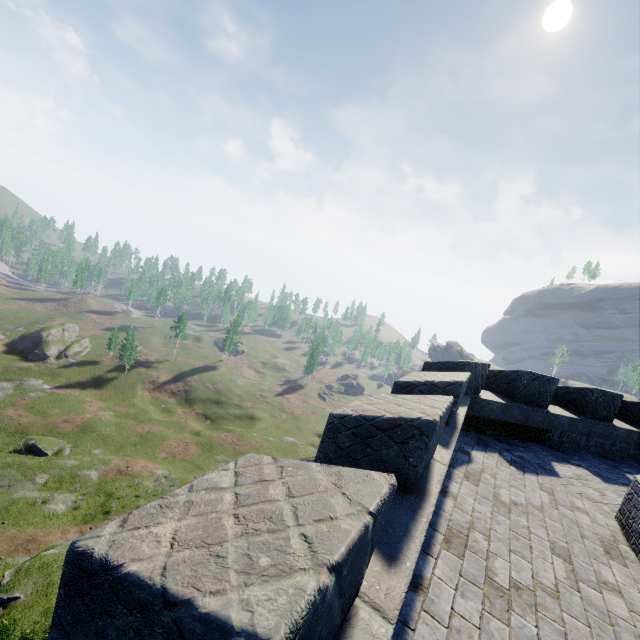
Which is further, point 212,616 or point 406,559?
point 406,559
